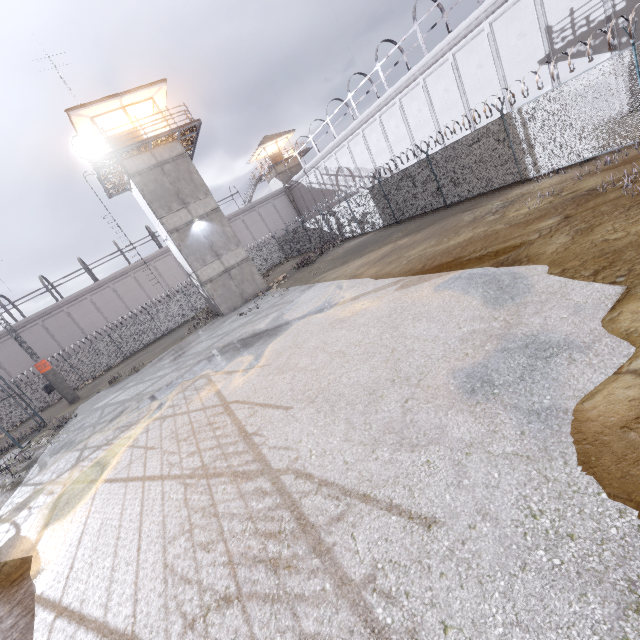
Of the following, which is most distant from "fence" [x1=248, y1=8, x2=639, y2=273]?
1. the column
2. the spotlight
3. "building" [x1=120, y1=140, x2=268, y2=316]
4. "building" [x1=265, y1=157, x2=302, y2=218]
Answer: the spotlight

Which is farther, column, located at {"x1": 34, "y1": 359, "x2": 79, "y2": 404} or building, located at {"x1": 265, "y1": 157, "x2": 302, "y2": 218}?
building, located at {"x1": 265, "y1": 157, "x2": 302, "y2": 218}

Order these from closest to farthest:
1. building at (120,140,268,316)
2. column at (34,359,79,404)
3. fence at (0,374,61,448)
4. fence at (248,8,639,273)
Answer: fence at (248,8,639,273) → fence at (0,374,61,448) → building at (120,140,268,316) → column at (34,359,79,404)

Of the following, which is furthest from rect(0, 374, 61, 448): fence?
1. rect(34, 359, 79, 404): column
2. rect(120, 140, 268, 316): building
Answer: rect(120, 140, 268, 316): building

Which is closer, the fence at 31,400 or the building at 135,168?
the fence at 31,400

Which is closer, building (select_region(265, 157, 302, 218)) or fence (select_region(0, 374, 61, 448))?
fence (select_region(0, 374, 61, 448))

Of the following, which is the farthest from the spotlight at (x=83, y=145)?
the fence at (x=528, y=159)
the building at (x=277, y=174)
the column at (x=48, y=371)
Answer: the building at (x=277, y=174)

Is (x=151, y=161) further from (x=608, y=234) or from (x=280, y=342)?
(x=608, y=234)
